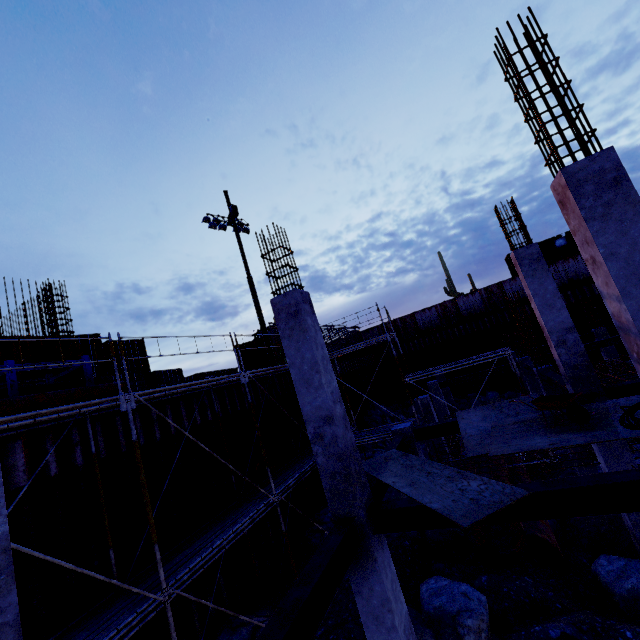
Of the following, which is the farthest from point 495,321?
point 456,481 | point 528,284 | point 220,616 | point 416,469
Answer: point 220,616

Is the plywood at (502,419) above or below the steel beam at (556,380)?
above

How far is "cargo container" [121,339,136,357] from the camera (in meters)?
20.95

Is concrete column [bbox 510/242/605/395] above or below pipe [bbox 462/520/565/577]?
above

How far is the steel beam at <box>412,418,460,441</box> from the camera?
9.67m

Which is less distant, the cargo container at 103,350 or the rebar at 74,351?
the rebar at 74,351

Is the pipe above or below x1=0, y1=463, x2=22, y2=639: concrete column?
below

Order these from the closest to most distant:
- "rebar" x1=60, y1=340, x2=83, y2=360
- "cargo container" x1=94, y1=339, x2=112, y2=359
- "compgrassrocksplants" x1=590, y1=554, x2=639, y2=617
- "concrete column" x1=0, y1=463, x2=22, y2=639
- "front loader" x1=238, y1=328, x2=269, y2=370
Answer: "concrete column" x1=0, y1=463, x2=22, y2=639, "compgrassrocksplants" x1=590, y1=554, x2=639, y2=617, "rebar" x1=60, y1=340, x2=83, y2=360, "cargo container" x1=94, y1=339, x2=112, y2=359, "front loader" x1=238, y1=328, x2=269, y2=370
